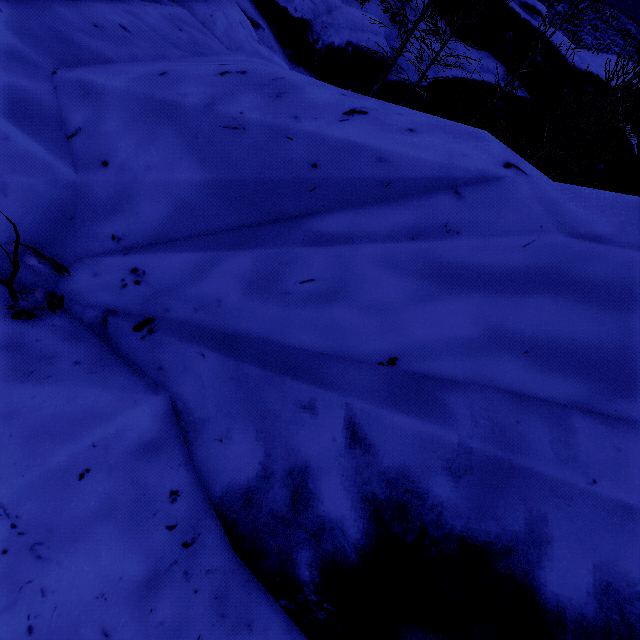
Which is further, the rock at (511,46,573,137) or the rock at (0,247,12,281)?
the rock at (511,46,573,137)

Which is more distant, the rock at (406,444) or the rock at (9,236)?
the rock at (9,236)

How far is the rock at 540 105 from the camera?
19.8 meters

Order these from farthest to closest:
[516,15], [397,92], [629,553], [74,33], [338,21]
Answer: [516,15]
[397,92]
[338,21]
[74,33]
[629,553]

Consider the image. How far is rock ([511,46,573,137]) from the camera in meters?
19.8 m

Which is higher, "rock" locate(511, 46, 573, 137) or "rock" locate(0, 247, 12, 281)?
"rock" locate(511, 46, 573, 137)
